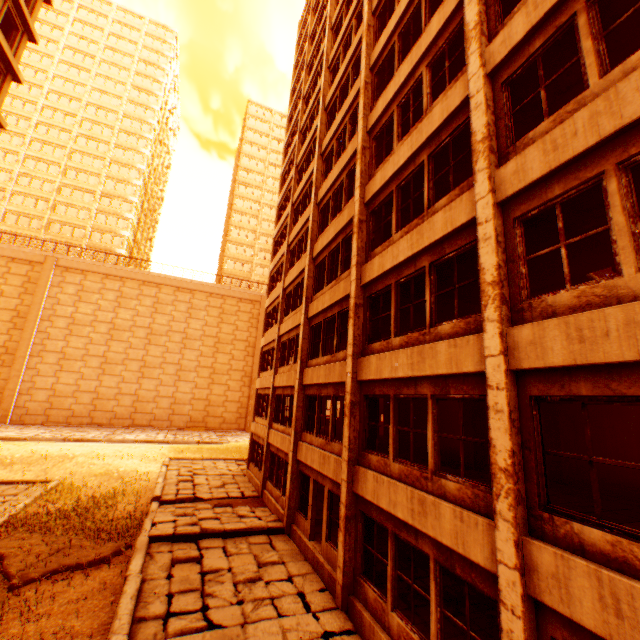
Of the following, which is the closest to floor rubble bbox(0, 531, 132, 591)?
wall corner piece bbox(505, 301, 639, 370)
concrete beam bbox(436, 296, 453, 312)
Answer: concrete beam bbox(436, 296, 453, 312)

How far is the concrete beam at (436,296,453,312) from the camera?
11.49m

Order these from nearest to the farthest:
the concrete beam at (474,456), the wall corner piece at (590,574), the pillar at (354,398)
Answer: the wall corner piece at (590,574), the pillar at (354,398), the concrete beam at (474,456)

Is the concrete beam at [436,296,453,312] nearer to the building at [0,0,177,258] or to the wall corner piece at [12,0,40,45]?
the wall corner piece at [12,0,40,45]

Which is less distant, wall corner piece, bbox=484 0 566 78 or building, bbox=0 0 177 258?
wall corner piece, bbox=484 0 566 78

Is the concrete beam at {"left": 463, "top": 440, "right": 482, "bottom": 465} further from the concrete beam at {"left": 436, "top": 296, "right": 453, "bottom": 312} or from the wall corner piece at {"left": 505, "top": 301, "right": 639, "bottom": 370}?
the wall corner piece at {"left": 505, "top": 301, "right": 639, "bottom": 370}

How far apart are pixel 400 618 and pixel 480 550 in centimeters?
316cm

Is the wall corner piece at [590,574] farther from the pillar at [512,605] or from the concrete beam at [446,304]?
the concrete beam at [446,304]
